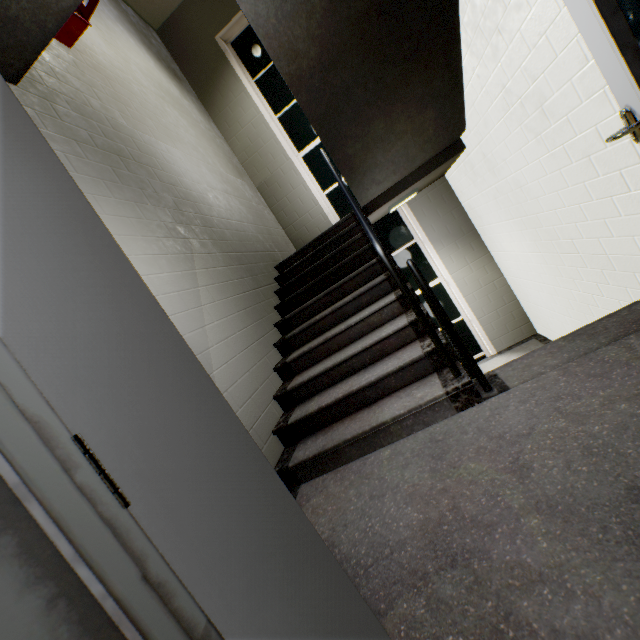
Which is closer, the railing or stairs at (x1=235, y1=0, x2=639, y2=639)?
stairs at (x1=235, y1=0, x2=639, y2=639)

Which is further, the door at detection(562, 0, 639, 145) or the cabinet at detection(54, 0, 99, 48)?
the cabinet at detection(54, 0, 99, 48)

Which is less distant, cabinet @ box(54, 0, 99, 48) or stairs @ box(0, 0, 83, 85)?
stairs @ box(0, 0, 83, 85)

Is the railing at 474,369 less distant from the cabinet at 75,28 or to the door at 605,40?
the door at 605,40

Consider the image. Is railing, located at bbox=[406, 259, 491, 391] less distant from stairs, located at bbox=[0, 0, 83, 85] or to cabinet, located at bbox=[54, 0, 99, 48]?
stairs, located at bbox=[0, 0, 83, 85]

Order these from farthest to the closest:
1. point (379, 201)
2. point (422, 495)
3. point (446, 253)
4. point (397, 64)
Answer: point (446, 253)
point (379, 201)
point (397, 64)
point (422, 495)

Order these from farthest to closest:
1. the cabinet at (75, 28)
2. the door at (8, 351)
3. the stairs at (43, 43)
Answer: the cabinet at (75, 28), the stairs at (43, 43), the door at (8, 351)

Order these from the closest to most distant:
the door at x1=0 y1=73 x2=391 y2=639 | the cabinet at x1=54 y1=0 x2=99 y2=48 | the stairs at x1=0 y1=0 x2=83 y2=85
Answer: the door at x1=0 y1=73 x2=391 y2=639 < the stairs at x1=0 y1=0 x2=83 y2=85 < the cabinet at x1=54 y1=0 x2=99 y2=48
